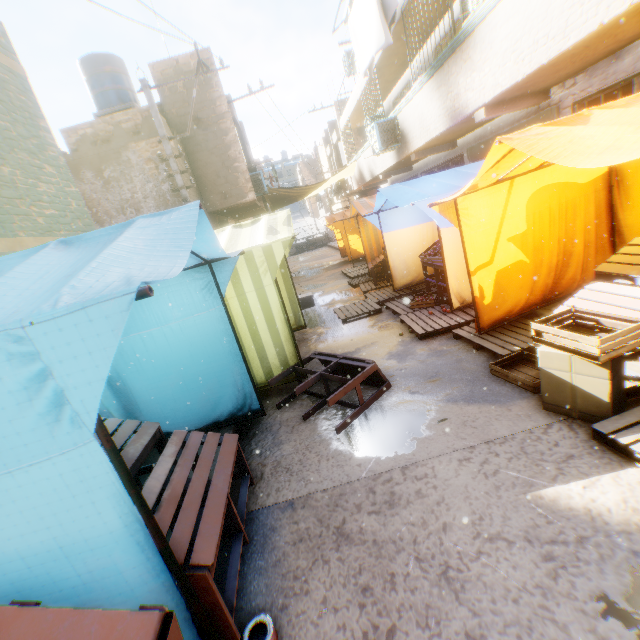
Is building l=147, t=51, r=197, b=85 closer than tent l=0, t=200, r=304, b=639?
No

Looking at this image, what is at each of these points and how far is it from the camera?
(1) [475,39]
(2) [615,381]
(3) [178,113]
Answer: (1) building, 5.64m
(2) cardboard box, 2.80m
(3) building, 11.12m

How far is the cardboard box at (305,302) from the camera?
10.01m

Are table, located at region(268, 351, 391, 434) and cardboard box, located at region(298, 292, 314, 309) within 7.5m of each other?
yes

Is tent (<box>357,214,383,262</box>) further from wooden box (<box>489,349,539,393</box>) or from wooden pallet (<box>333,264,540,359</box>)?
wooden box (<box>489,349,539,393</box>)

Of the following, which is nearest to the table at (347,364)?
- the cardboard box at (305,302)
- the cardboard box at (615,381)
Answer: the cardboard box at (615,381)

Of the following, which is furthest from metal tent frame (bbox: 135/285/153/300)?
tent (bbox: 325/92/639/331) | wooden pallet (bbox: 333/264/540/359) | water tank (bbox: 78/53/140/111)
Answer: water tank (bbox: 78/53/140/111)

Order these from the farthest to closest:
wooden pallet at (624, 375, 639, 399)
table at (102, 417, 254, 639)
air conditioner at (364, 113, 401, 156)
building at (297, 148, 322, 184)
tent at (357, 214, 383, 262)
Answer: building at (297, 148, 322, 184)
air conditioner at (364, 113, 401, 156)
tent at (357, 214, 383, 262)
wooden pallet at (624, 375, 639, 399)
table at (102, 417, 254, 639)
